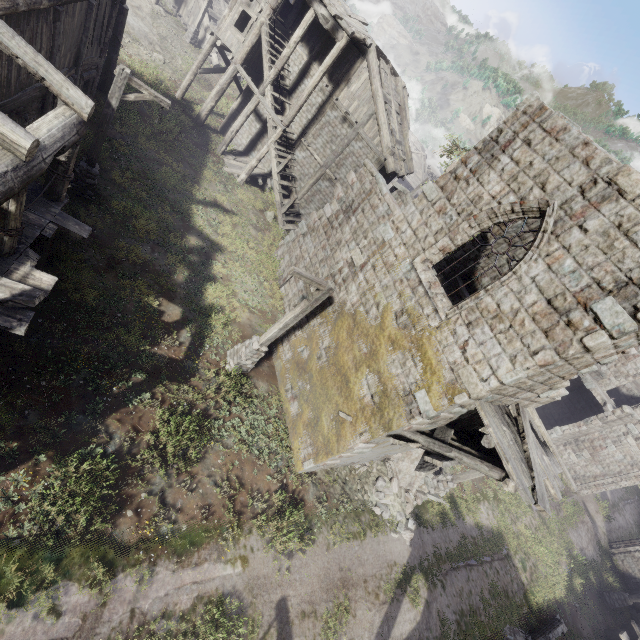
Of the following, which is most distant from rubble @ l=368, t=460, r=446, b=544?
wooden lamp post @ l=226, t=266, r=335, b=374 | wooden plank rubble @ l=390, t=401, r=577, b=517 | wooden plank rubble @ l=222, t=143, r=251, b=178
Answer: wooden plank rubble @ l=222, t=143, r=251, b=178

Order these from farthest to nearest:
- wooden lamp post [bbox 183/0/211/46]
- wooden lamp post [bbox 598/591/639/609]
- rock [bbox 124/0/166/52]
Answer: wooden lamp post [bbox 183/0/211/46] → rock [bbox 124/0/166/52] → wooden lamp post [bbox 598/591/639/609]

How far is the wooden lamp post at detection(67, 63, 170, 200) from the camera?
9.6m

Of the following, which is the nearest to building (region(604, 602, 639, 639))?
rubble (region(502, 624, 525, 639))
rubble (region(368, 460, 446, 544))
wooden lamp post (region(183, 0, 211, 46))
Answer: rubble (region(368, 460, 446, 544))

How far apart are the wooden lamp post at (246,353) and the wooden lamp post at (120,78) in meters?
6.3 m

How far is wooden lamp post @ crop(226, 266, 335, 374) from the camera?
9.09m

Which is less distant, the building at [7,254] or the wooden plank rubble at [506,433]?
the building at [7,254]

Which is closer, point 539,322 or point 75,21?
point 539,322
